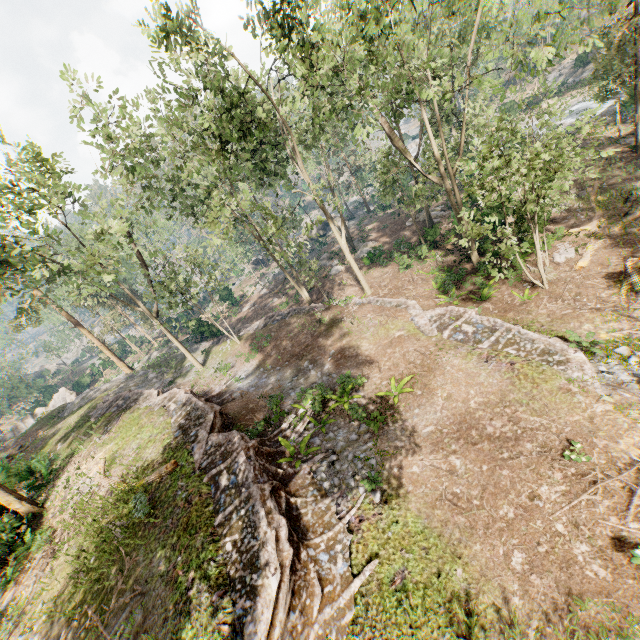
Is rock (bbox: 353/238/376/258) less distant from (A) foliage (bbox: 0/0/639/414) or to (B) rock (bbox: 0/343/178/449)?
(A) foliage (bbox: 0/0/639/414)

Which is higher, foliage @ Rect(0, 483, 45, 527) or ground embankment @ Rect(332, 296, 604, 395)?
foliage @ Rect(0, 483, 45, 527)

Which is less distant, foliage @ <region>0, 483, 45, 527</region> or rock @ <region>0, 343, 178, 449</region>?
foliage @ <region>0, 483, 45, 527</region>

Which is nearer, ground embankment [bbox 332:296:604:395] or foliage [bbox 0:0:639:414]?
ground embankment [bbox 332:296:604:395]

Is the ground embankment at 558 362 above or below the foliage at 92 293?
below

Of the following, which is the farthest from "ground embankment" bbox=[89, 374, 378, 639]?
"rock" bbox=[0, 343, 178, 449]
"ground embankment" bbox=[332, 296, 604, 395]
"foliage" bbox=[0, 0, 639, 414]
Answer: "ground embankment" bbox=[332, 296, 604, 395]

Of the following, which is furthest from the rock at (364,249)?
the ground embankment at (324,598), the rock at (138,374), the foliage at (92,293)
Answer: the rock at (138,374)

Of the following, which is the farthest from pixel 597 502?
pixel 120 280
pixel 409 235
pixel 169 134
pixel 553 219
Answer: pixel 120 280
